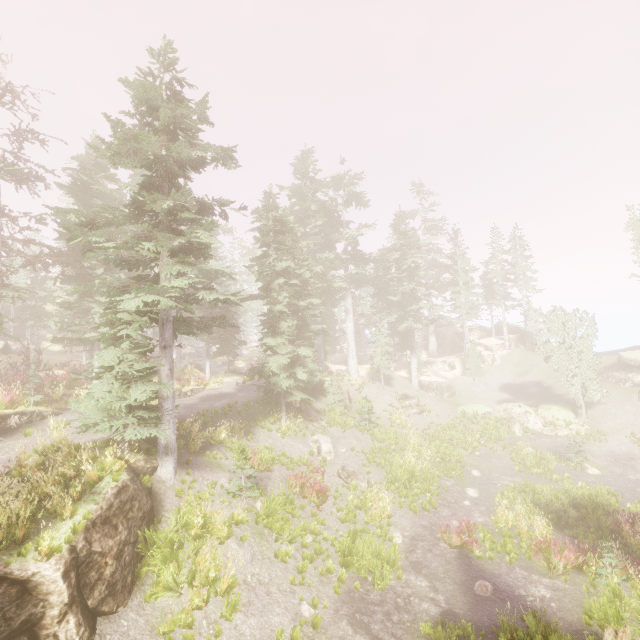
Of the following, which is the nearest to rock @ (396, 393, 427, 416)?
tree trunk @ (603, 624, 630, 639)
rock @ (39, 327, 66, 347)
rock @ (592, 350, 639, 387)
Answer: rock @ (592, 350, 639, 387)

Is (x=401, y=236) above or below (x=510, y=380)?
above

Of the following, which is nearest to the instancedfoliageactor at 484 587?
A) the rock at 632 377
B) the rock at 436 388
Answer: the rock at 632 377

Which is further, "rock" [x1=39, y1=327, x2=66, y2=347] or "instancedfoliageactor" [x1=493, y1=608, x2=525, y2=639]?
"rock" [x1=39, y1=327, x2=66, y2=347]

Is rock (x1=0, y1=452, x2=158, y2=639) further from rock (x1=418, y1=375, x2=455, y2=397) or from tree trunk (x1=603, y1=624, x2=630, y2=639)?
rock (x1=418, y1=375, x2=455, y2=397)

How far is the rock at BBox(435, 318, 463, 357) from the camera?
48.56m

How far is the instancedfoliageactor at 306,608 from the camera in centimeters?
905cm

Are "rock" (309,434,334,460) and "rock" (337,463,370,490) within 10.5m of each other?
yes
